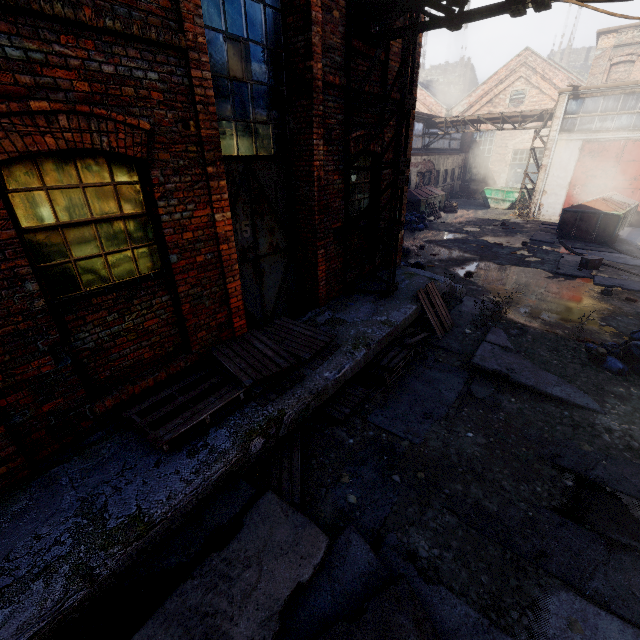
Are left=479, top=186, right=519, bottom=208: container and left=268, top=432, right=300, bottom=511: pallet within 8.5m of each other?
no

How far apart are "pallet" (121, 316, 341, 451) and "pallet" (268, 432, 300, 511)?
0.7 meters

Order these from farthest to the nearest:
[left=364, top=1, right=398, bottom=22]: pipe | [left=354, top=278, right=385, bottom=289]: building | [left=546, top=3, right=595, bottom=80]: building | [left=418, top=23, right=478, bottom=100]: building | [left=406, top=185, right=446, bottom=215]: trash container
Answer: [left=418, top=23, right=478, bottom=100]: building
[left=546, top=3, right=595, bottom=80]: building
[left=406, top=185, right=446, bottom=215]: trash container
[left=354, top=278, right=385, bottom=289]: building
[left=364, top=1, right=398, bottom=22]: pipe

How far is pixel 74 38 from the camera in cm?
272

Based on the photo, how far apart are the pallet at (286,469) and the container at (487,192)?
25.47m

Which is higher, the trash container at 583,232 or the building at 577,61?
the building at 577,61

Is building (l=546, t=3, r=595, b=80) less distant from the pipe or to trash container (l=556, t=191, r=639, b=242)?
trash container (l=556, t=191, r=639, b=242)

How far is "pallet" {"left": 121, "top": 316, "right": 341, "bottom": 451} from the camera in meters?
3.6
